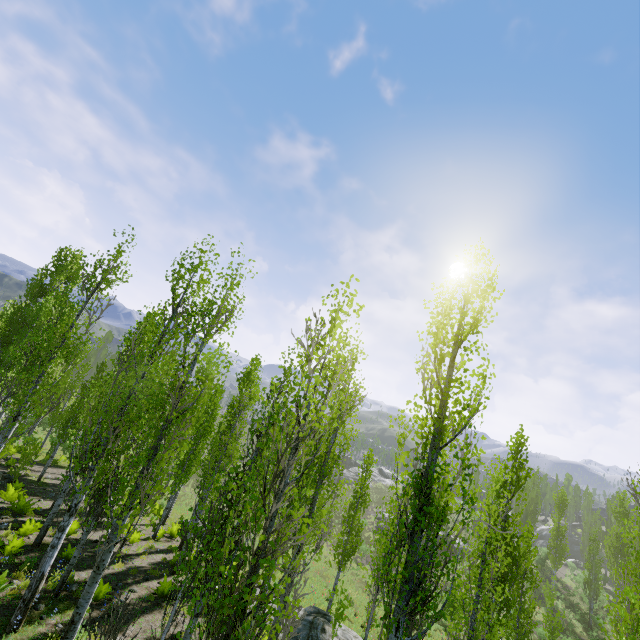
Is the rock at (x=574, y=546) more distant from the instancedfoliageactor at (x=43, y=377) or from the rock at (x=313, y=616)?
the rock at (x=313, y=616)

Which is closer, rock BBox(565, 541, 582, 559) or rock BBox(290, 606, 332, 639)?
rock BBox(290, 606, 332, 639)

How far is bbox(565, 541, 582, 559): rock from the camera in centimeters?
5775cm

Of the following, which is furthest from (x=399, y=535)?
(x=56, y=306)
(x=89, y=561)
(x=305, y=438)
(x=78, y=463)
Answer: (x=56, y=306)

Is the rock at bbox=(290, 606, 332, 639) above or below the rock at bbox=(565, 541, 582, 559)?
below

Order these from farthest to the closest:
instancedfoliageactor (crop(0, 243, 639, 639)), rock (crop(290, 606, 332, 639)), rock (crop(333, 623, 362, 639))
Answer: rock (crop(333, 623, 362, 639)) → rock (crop(290, 606, 332, 639)) → instancedfoliageactor (crop(0, 243, 639, 639))

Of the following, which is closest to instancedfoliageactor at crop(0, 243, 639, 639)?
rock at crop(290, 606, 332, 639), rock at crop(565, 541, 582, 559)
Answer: rock at crop(290, 606, 332, 639)

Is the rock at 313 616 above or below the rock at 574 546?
below
